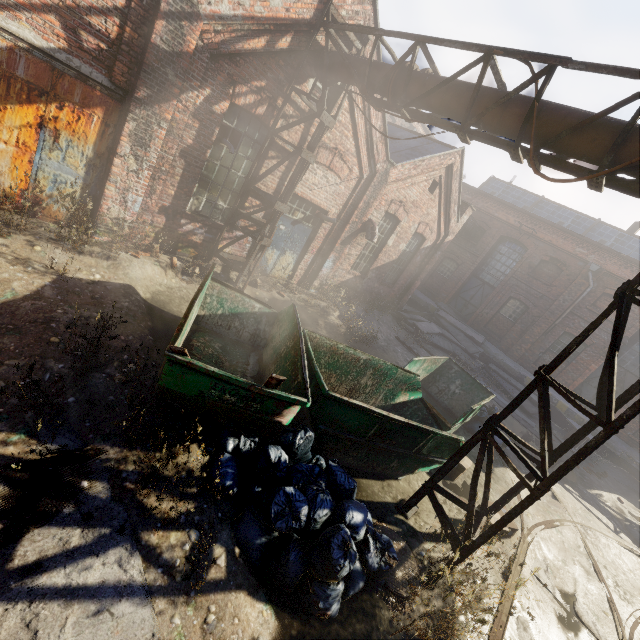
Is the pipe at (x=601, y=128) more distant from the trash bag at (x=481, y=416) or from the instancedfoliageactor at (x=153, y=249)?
the trash bag at (x=481, y=416)

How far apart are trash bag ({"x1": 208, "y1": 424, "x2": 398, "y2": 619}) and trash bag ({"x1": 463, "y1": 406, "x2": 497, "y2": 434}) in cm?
626

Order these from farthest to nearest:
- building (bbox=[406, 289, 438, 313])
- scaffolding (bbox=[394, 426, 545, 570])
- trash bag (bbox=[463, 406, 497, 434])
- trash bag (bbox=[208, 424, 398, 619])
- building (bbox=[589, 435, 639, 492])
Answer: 1. building (bbox=[406, 289, 438, 313])
2. building (bbox=[589, 435, 639, 492])
3. trash bag (bbox=[463, 406, 497, 434])
4. scaffolding (bbox=[394, 426, 545, 570])
5. trash bag (bbox=[208, 424, 398, 619])

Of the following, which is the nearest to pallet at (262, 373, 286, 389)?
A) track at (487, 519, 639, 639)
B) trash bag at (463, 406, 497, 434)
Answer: track at (487, 519, 639, 639)

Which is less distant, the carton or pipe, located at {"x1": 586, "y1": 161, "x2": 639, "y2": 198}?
pipe, located at {"x1": 586, "y1": 161, "x2": 639, "y2": 198}

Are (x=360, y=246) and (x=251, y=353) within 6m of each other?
no

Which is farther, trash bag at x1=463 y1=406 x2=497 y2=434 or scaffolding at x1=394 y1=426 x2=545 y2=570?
trash bag at x1=463 y1=406 x2=497 y2=434

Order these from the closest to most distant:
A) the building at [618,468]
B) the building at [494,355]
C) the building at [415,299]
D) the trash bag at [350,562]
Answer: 1. the trash bag at [350,562]
2. the building at [618,468]
3. the building at [494,355]
4. the building at [415,299]
